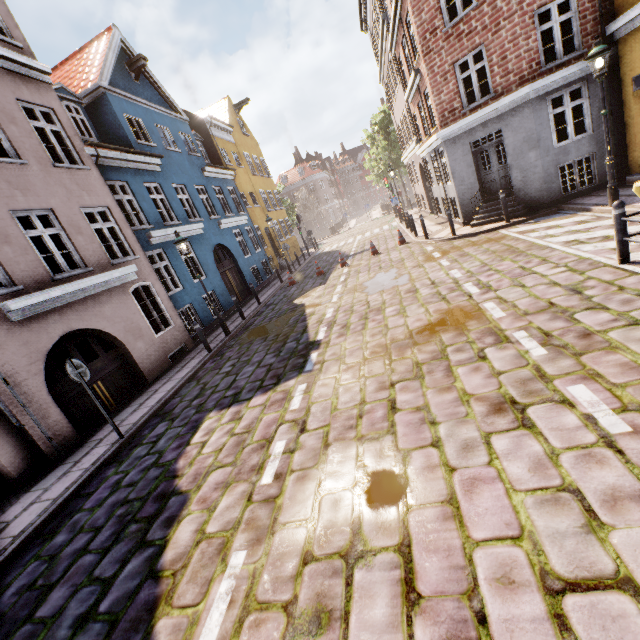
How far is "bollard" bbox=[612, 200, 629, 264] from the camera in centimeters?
541cm

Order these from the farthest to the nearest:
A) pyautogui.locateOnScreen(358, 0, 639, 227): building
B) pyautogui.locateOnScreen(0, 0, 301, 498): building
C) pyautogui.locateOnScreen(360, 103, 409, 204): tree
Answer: pyautogui.locateOnScreen(360, 103, 409, 204): tree
pyautogui.locateOnScreen(358, 0, 639, 227): building
pyautogui.locateOnScreen(0, 0, 301, 498): building

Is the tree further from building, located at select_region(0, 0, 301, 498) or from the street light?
the street light

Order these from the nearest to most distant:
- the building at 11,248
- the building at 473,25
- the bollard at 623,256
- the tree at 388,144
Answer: the bollard at 623,256 < the building at 11,248 < the building at 473,25 < the tree at 388,144

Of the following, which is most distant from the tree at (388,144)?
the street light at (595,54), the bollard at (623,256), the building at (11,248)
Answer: the bollard at (623,256)

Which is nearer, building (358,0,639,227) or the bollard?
the bollard

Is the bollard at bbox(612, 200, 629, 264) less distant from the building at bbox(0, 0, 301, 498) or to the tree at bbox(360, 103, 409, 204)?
the tree at bbox(360, 103, 409, 204)

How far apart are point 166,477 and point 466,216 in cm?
1389
